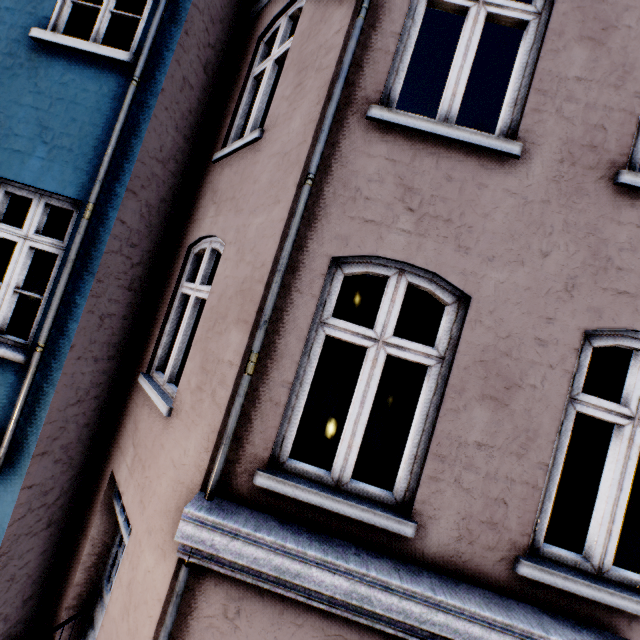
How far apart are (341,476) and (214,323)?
1.75m
